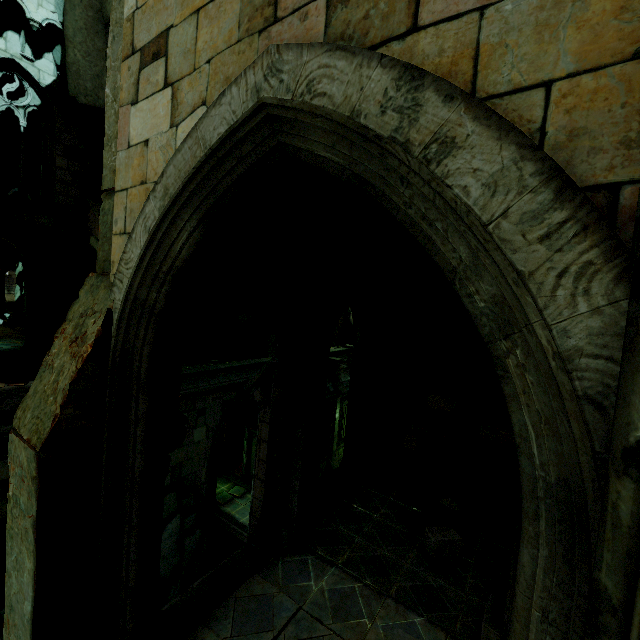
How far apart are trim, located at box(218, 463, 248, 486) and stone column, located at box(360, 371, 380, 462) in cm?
1379

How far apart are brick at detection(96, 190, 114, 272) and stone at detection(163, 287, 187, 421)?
0.0m

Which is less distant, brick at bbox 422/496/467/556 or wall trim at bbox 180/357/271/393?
brick at bbox 422/496/467/556

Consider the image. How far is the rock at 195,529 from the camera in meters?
12.6

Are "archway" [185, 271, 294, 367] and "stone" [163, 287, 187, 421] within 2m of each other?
yes

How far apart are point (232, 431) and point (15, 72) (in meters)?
21.69

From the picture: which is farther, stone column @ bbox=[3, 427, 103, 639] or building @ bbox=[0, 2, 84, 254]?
building @ bbox=[0, 2, 84, 254]

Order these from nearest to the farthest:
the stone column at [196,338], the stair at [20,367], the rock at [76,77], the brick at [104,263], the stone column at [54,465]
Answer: the stone column at [54,465]
the brick at [104,263]
the rock at [76,77]
the stair at [20,367]
the stone column at [196,338]
